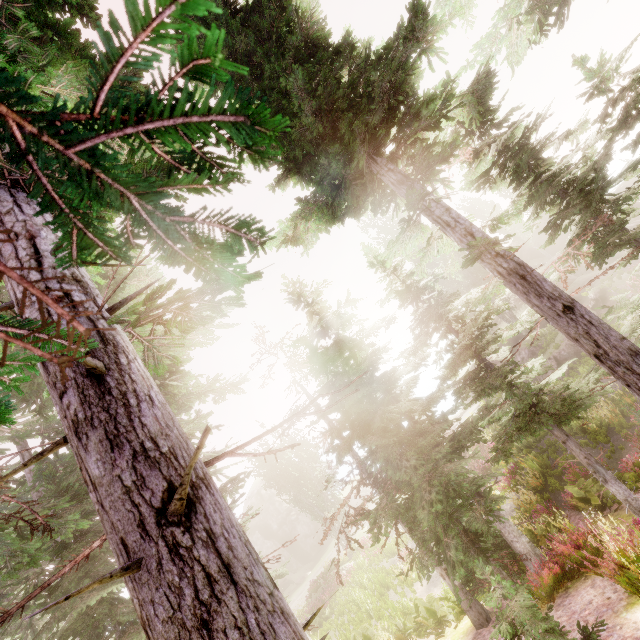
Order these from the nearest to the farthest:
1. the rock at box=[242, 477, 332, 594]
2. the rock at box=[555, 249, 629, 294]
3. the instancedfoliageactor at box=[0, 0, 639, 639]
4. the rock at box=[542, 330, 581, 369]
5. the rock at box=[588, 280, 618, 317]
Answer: the instancedfoliageactor at box=[0, 0, 639, 639] < the rock at box=[588, 280, 618, 317] < the rock at box=[542, 330, 581, 369] < the rock at box=[555, 249, 629, 294] < the rock at box=[242, 477, 332, 594]

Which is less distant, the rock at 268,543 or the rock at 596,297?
the rock at 596,297

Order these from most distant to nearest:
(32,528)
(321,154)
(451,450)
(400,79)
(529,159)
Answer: (451,450) → (529,159) → (321,154) → (400,79) → (32,528)

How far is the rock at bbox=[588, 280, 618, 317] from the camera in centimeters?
2323cm

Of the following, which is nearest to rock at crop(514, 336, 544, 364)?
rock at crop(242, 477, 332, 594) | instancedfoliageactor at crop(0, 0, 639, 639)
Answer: instancedfoliageactor at crop(0, 0, 639, 639)

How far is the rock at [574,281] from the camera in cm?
3253

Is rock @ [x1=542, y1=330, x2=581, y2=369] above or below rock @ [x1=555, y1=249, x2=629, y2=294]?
below

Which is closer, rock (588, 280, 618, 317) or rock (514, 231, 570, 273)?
rock (588, 280, 618, 317)
